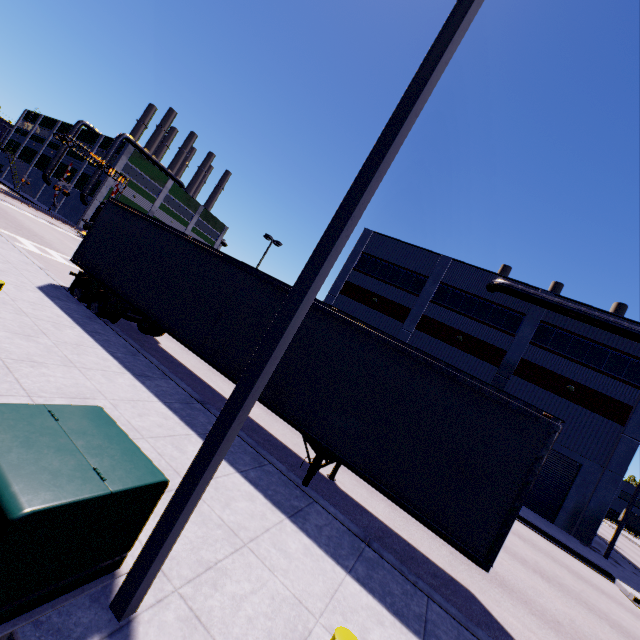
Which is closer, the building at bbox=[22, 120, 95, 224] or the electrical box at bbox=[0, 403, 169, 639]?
the electrical box at bbox=[0, 403, 169, 639]

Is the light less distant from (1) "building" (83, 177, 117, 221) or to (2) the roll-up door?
(1) "building" (83, 177, 117, 221)

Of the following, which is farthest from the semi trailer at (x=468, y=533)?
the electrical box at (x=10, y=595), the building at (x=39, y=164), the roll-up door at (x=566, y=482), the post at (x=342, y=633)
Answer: the post at (x=342, y=633)

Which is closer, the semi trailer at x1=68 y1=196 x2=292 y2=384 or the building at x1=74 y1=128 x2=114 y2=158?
the semi trailer at x1=68 y1=196 x2=292 y2=384

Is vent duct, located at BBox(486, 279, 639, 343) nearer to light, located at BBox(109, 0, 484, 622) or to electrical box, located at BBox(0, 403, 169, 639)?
light, located at BBox(109, 0, 484, 622)

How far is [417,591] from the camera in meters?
5.5

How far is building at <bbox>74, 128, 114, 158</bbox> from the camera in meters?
52.0

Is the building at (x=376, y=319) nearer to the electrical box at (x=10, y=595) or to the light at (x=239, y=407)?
the light at (x=239, y=407)
